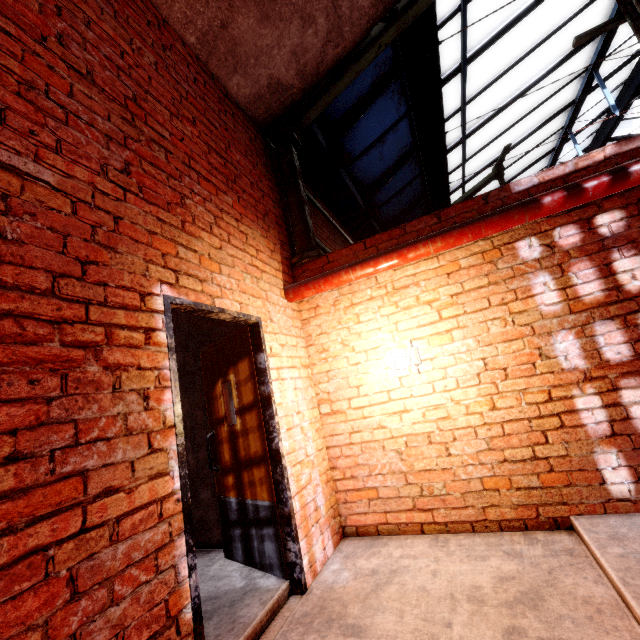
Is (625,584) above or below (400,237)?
below

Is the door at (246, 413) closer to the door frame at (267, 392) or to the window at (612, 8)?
the door frame at (267, 392)

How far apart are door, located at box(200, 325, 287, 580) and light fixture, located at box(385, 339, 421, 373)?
1.26m

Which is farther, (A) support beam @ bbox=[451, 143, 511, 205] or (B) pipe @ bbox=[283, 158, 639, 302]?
(A) support beam @ bbox=[451, 143, 511, 205]

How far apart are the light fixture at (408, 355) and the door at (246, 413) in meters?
1.3 m

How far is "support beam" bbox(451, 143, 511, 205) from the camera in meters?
8.3

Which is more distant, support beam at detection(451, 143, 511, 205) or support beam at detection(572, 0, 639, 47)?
support beam at detection(451, 143, 511, 205)

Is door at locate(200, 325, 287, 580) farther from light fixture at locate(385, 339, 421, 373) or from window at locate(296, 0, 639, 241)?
window at locate(296, 0, 639, 241)
